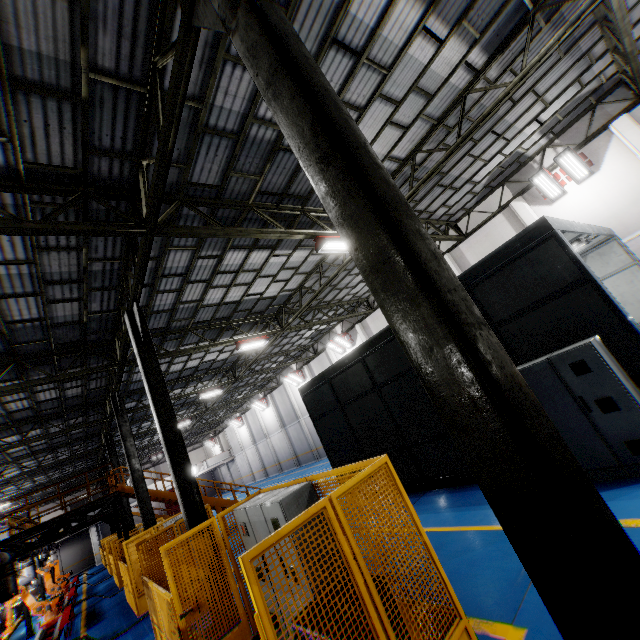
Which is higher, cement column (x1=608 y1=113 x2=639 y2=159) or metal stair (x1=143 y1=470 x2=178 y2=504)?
cement column (x1=608 y1=113 x2=639 y2=159)

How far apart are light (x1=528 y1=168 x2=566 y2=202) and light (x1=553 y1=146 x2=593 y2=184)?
0.13m

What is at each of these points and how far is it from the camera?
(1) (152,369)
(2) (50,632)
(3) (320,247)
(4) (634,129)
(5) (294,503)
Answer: (1) metal pole, 8.64m
(2) metal platform, 13.56m
(3) light, 10.03m
(4) cement column, 11.52m
(5) cabinet, 4.79m

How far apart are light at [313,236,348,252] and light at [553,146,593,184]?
8.74m

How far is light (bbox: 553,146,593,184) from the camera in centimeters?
1236cm

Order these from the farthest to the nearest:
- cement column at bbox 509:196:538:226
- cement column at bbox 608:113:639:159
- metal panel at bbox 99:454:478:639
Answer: cement column at bbox 509:196:538:226
cement column at bbox 608:113:639:159
metal panel at bbox 99:454:478:639

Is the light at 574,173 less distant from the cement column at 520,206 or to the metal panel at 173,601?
the cement column at 520,206

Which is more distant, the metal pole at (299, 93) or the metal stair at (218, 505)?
the metal stair at (218, 505)
